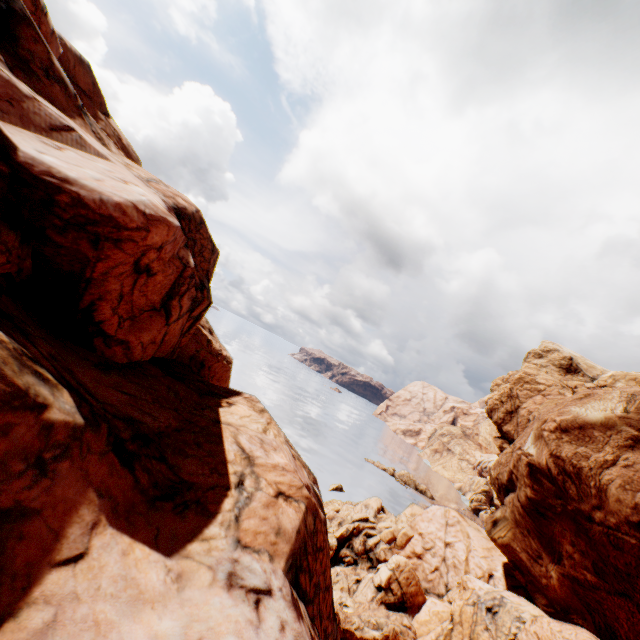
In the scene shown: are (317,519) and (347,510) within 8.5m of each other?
no
